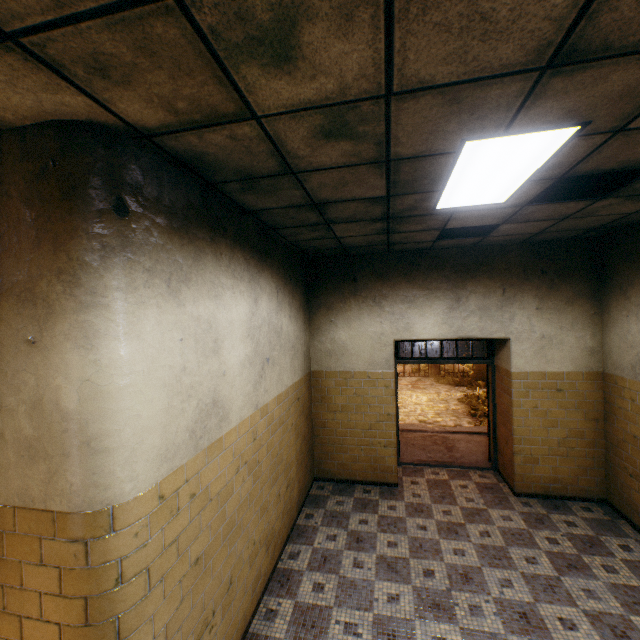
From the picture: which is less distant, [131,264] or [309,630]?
[131,264]

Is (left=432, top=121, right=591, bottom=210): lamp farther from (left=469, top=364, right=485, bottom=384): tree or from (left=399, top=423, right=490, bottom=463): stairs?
(left=469, top=364, right=485, bottom=384): tree

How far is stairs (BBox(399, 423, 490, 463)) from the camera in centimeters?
653cm

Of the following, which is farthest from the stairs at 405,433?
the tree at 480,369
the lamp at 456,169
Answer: the tree at 480,369

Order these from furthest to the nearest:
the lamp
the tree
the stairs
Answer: the tree → the stairs → the lamp

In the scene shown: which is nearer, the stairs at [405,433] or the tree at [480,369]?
the stairs at [405,433]

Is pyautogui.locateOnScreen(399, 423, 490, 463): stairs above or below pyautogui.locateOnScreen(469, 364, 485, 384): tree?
above
